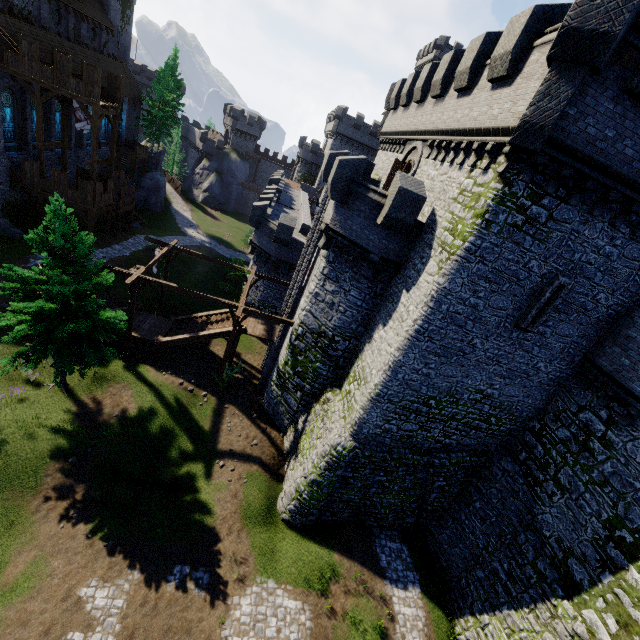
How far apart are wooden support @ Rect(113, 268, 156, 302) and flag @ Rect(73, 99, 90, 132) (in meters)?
16.77

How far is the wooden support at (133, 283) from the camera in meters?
17.8 m

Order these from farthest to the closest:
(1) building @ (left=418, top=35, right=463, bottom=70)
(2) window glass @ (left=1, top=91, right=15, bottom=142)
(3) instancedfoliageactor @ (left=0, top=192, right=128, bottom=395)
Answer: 1. (1) building @ (left=418, top=35, right=463, bottom=70)
2. (2) window glass @ (left=1, top=91, right=15, bottom=142)
3. (3) instancedfoliageactor @ (left=0, top=192, right=128, bottom=395)

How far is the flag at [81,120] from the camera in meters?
25.8

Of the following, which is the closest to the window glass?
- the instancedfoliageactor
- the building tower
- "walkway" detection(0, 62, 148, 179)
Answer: "walkway" detection(0, 62, 148, 179)

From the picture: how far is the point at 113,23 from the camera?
38.44m

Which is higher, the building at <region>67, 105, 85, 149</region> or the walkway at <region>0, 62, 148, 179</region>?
the walkway at <region>0, 62, 148, 179</region>

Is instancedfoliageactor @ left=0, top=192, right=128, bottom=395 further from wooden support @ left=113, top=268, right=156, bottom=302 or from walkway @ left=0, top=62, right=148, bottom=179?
walkway @ left=0, top=62, right=148, bottom=179
